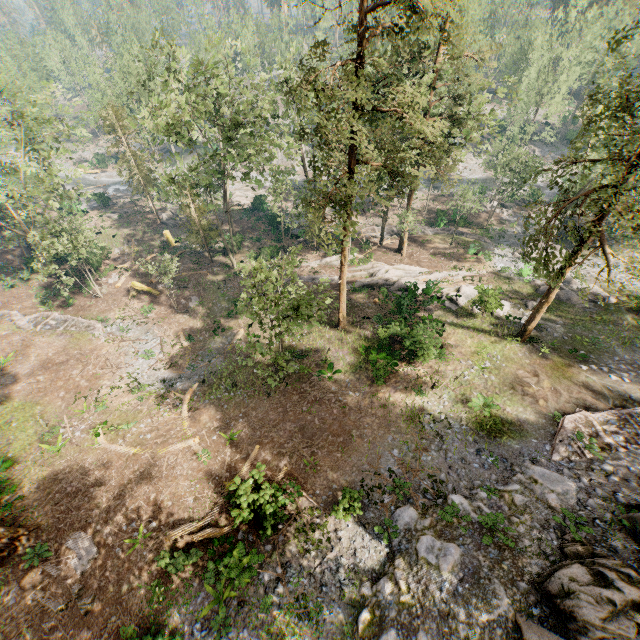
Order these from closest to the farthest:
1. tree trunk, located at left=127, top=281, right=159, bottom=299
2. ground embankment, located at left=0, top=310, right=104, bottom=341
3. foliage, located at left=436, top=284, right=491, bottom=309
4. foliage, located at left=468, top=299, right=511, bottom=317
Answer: foliage, located at left=468, top=299, right=511, bottom=317 → foliage, located at left=436, top=284, right=491, bottom=309 → ground embankment, located at left=0, top=310, right=104, bottom=341 → tree trunk, located at left=127, top=281, right=159, bottom=299

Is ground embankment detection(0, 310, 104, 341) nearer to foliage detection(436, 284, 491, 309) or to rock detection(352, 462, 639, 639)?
foliage detection(436, 284, 491, 309)

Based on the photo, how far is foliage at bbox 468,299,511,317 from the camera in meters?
25.2

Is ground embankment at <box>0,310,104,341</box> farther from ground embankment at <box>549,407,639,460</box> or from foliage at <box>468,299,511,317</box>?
ground embankment at <box>549,407,639,460</box>

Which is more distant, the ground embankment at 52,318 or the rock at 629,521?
the ground embankment at 52,318

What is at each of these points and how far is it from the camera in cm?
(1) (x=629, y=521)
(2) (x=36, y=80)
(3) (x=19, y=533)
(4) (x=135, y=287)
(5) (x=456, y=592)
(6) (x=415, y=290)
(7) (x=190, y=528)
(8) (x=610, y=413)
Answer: (1) rock, 1197
(2) foliage, 4406
(3) foliage, 1497
(4) tree trunk, 3341
(5) rock, 1090
(6) foliage, 2778
(7) foliage, 1444
(8) ground embankment, 1691

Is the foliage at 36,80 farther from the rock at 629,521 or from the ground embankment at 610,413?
the ground embankment at 610,413

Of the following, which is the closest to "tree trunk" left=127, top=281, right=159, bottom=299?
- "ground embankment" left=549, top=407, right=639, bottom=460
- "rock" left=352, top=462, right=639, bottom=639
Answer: "rock" left=352, top=462, right=639, bottom=639
